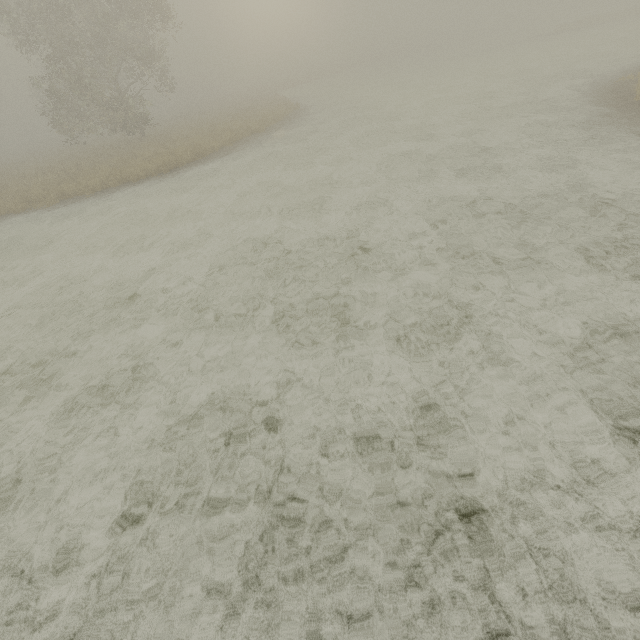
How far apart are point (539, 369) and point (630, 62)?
23.84m
